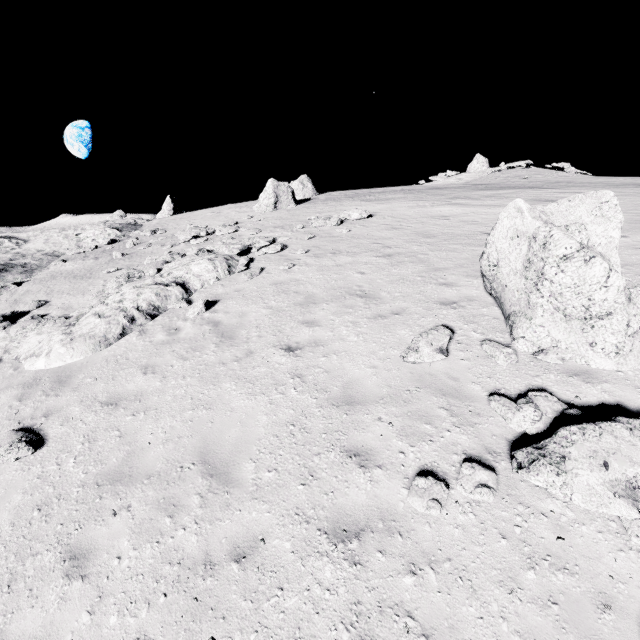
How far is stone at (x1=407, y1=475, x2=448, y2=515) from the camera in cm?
414

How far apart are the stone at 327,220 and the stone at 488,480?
14.38m

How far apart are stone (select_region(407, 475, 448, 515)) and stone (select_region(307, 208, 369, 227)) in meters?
14.5 m

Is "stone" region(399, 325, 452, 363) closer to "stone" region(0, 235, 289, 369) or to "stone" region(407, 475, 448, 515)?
"stone" region(407, 475, 448, 515)

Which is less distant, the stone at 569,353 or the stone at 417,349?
the stone at 569,353

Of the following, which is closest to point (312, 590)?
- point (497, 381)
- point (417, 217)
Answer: point (497, 381)

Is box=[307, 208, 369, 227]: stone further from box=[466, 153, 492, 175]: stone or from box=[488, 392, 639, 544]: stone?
box=[466, 153, 492, 175]: stone

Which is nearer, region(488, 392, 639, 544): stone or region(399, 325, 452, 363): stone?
region(488, 392, 639, 544): stone
